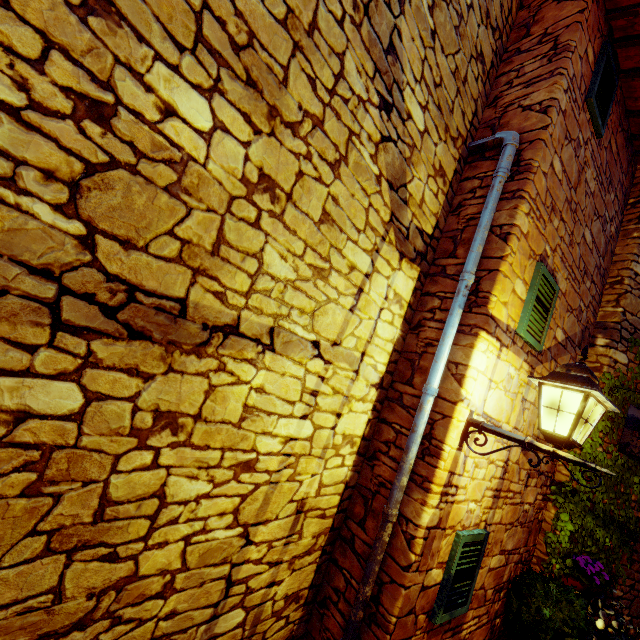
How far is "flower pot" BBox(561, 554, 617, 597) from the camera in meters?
3.6

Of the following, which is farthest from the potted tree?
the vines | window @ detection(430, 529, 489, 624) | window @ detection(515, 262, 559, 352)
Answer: window @ detection(515, 262, 559, 352)

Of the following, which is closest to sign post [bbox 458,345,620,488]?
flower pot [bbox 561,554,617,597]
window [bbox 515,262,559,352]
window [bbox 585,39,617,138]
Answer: window [bbox 515,262,559,352]

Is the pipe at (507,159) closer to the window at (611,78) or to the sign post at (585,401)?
the sign post at (585,401)

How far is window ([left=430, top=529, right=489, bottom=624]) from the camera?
2.6 meters

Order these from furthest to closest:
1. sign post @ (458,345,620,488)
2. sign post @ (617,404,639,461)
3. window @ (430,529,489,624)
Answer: sign post @ (617,404,639,461) < window @ (430,529,489,624) < sign post @ (458,345,620,488)

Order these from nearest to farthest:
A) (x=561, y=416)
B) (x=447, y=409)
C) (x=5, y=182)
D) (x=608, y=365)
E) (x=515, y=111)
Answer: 1. (x=5, y=182)
2. (x=561, y=416)
3. (x=447, y=409)
4. (x=515, y=111)
5. (x=608, y=365)

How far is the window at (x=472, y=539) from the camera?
2.6m
